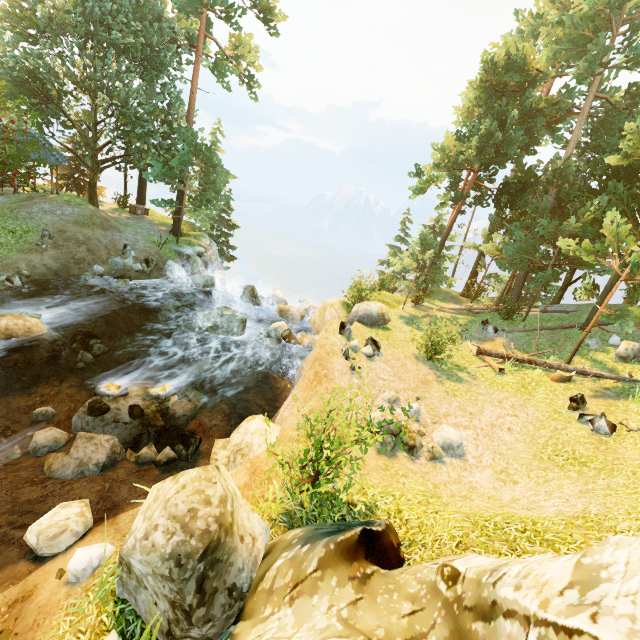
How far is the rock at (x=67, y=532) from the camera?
6.03m

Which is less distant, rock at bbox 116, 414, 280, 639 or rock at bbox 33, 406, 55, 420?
rock at bbox 116, 414, 280, 639

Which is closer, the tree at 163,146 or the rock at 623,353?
the rock at 623,353

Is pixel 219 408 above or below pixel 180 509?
below

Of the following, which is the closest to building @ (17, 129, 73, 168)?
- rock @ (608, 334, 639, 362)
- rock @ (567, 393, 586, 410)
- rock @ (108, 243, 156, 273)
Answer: rock @ (108, 243, 156, 273)

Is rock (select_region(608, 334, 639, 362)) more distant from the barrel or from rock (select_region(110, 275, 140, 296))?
rock (select_region(110, 275, 140, 296))

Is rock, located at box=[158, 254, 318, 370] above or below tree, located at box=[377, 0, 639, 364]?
below

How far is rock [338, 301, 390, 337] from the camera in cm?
1406
